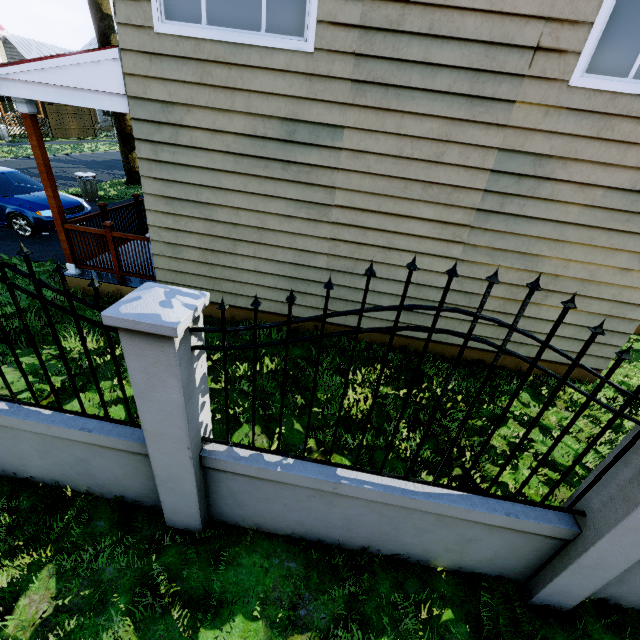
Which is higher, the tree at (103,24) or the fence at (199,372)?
the tree at (103,24)

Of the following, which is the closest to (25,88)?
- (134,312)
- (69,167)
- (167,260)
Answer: (167,260)

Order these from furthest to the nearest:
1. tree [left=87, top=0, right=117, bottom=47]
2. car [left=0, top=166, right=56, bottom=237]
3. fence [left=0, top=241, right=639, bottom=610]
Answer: tree [left=87, top=0, right=117, bottom=47] → car [left=0, top=166, right=56, bottom=237] → fence [left=0, top=241, right=639, bottom=610]

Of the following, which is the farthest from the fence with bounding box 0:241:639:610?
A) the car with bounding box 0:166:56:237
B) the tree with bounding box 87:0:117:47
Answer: the car with bounding box 0:166:56:237

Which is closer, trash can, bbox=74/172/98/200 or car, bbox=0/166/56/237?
car, bbox=0/166/56/237

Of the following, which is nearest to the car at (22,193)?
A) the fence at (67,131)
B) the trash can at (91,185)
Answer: the fence at (67,131)

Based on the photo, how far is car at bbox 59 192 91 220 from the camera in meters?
8.6 m

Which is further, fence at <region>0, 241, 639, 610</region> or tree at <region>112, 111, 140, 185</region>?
tree at <region>112, 111, 140, 185</region>
